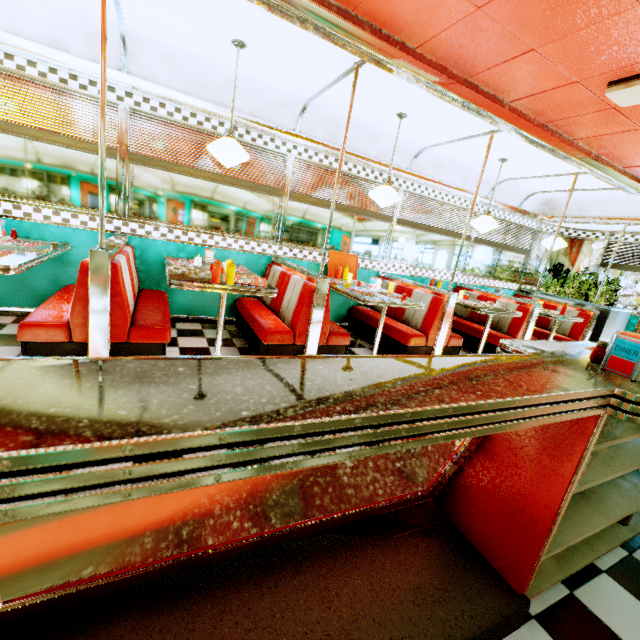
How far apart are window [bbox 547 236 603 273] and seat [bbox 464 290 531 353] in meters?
2.2

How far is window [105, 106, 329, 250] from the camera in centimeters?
374cm

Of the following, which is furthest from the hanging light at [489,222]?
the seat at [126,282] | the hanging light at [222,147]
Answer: the seat at [126,282]

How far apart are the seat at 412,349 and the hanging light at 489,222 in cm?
143

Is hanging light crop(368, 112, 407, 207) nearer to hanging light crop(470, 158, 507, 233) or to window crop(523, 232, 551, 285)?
hanging light crop(470, 158, 507, 233)

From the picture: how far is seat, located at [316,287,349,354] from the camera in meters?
3.6 m

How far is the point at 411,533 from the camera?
1.6m

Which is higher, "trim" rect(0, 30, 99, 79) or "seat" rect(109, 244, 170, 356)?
"trim" rect(0, 30, 99, 79)
